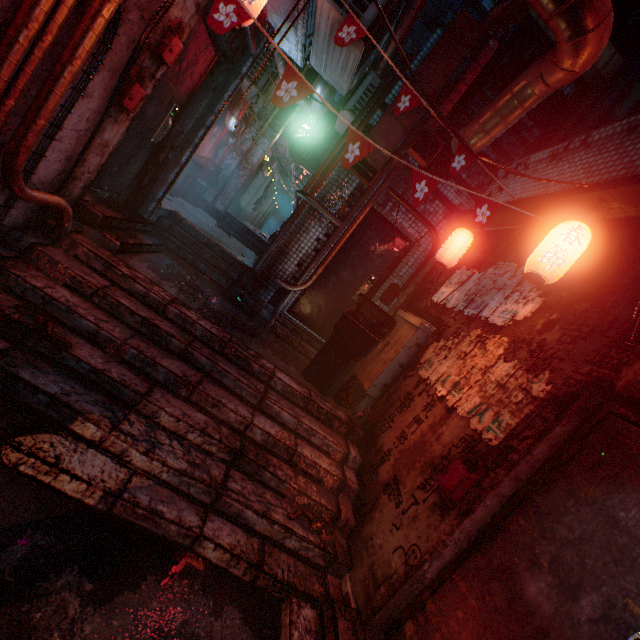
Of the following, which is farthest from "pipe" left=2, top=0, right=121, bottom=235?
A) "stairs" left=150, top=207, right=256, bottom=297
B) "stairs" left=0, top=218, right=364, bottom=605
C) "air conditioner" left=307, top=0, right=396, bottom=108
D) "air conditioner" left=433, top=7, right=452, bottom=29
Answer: "air conditioner" left=433, top=7, right=452, bottom=29

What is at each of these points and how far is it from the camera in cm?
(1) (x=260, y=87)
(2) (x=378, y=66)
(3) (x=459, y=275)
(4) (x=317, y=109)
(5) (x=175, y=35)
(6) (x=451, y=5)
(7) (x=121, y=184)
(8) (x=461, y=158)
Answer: (1) air conditioner, 635
(2) air duct, 749
(3) poster, 388
(4) air duct, 555
(5) mailbox, 255
(6) window, 2234
(7) door, 364
(8) flag, 315

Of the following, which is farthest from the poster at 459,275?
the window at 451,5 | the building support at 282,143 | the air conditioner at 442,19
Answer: the window at 451,5

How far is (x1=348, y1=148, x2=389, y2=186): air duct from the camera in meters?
4.0

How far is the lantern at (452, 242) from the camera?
3.8m

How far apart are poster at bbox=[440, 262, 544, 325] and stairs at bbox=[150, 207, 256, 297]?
2.7 meters

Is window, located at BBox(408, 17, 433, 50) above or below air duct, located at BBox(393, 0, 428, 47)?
above

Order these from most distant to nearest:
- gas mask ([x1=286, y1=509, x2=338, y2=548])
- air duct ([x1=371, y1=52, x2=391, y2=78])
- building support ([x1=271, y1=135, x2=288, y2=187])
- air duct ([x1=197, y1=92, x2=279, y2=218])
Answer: building support ([x1=271, y1=135, x2=288, y2=187]) → air duct ([x1=197, y1=92, x2=279, y2=218]) → air duct ([x1=371, y1=52, x2=391, y2=78]) → gas mask ([x1=286, y1=509, x2=338, y2=548])
